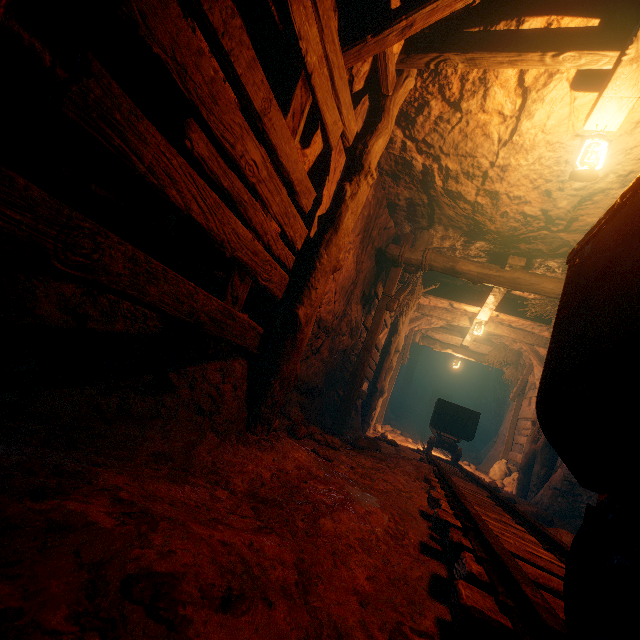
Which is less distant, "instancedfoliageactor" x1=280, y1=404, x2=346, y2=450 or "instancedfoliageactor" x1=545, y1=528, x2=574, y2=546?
"instancedfoliageactor" x1=545, y1=528, x2=574, y2=546

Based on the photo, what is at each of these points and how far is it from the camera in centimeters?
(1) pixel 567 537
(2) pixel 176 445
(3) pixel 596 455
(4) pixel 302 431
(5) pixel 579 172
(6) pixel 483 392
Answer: (1) instancedfoliageactor, 312cm
(2) burlap sack, 213cm
(3) tracks, 116cm
(4) instancedfoliageactor, 381cm
(5) lantern, 308cm
(6) cave, 1825cm

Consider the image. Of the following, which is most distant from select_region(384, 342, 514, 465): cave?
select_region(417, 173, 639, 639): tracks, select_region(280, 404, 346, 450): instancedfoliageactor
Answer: select_region(280, 404, 346, 450): instancedfoliageactor

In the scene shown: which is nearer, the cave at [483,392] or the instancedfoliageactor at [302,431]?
the instancedfoliageactor at [302,431]

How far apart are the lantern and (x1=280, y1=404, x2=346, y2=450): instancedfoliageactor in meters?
3.8 m

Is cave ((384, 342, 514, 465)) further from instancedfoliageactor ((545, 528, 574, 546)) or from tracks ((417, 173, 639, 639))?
instancedfoliageactor ((545, 528, 574, 546))

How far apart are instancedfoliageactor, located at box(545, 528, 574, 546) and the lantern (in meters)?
3.50

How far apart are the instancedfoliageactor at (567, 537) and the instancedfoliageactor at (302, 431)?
2.19m
